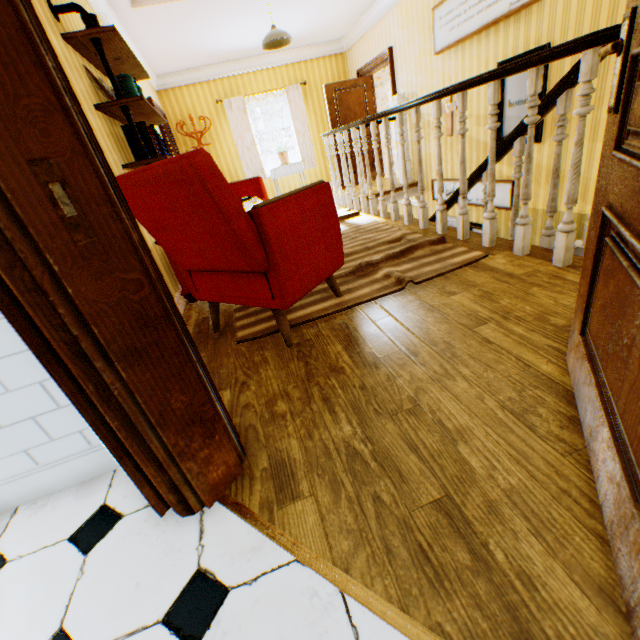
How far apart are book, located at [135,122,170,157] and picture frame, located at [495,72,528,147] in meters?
4.3

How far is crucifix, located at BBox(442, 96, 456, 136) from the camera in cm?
518

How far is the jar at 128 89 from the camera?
2.7m

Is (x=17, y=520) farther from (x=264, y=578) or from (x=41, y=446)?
(x=264, y=578)

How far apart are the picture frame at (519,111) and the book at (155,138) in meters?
4.3

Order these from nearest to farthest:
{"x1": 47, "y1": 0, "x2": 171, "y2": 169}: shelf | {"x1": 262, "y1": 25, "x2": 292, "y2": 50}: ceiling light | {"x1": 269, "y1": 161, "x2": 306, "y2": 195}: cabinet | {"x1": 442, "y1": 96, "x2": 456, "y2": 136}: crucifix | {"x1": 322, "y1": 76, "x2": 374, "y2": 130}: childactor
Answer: {"x1": 47, "y1": 0, "x2": 171, "y2": 169}: shelf → {"x1": 262, "y1": 25, "x2": 292, "y2": 50}: ceiling light → {"x1": 442, "y1": 96, "x2": 456, "y2": 136}: crucifix → {"x1": 322, "y1": 76, "x2": 374, "y2": 130}: childactor → {"x1": 269, "y1": 161, "x2": 306, "y2": 195}: cabinet

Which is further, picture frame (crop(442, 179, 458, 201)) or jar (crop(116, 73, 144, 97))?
picture frame (crop(442, 179, 458, 201))

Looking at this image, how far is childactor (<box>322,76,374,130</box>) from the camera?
7.3 meters
